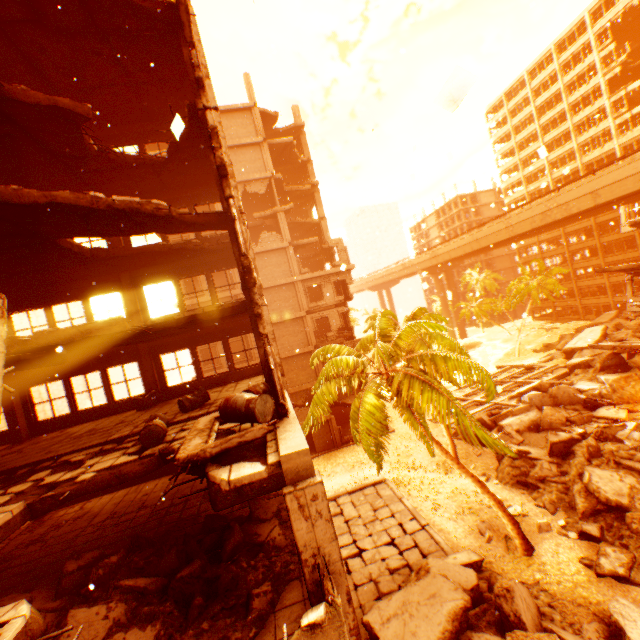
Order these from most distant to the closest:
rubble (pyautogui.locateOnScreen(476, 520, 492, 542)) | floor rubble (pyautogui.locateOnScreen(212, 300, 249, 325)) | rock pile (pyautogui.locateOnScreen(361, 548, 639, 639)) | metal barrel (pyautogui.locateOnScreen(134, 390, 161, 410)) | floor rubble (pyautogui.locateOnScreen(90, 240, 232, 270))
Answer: → rubble (pyautogui.locateOnScreen(476, 520, 492, 542)) < metal barrel (pyautogui.locateOnScreen(134, 390, 161, 410)) < floor rubble (pyautogui.locateOnScreen(90, 240, 232, 270)) < floor rubble (pyautogui.locateOnScreen(212, 300, 249, 325)) < rock pile (pyautogui.locateOnScreen(361, 548, 639, 639))

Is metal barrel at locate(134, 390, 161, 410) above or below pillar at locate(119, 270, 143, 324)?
below

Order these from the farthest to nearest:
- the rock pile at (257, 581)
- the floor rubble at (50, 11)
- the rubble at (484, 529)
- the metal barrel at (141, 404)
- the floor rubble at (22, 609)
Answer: the rubble at (484, 529) < the metal barrel at (141, 404) < the floor rubble at (50, 11) < the rock pile at (257, 581) < the floor rubble at (22, 609)

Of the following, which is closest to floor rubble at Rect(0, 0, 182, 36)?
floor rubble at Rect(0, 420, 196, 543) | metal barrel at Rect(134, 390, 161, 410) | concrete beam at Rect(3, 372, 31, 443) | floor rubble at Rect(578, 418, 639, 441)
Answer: concrete beam at Rect(3, 372, 31, 443)

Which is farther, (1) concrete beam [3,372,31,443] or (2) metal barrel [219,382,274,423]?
(1) concrete beam [3,372,31,443]

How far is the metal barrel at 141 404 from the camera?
12.5m

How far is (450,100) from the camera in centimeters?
Result: 496cm

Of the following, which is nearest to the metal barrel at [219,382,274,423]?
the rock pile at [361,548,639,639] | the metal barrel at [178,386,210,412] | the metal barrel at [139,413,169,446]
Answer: the metal barrel at [139,413,169,446]
